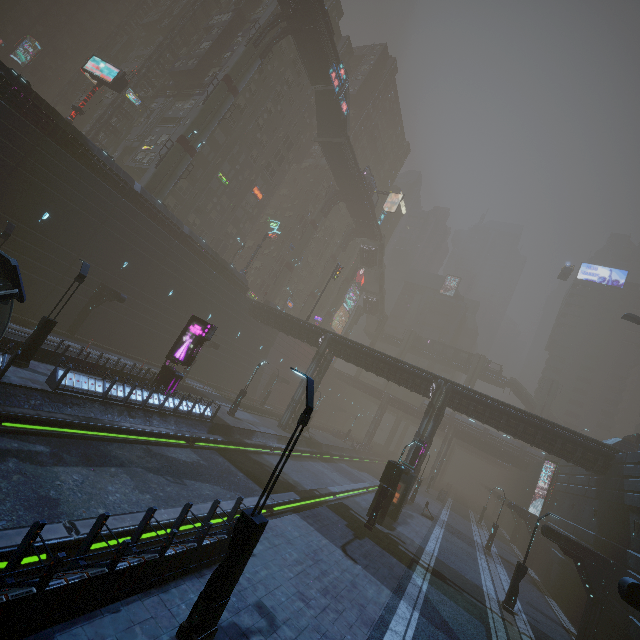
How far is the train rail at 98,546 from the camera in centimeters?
830cm

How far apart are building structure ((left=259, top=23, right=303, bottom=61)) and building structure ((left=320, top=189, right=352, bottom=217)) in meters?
22.3 m

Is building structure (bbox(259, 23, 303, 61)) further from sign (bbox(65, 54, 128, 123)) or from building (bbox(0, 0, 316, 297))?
sign (bbox(65, 54, 128, 123))

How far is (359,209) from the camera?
59.2m

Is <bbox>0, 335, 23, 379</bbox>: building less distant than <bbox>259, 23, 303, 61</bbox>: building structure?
Yes

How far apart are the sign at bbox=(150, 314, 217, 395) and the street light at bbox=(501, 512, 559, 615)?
22.3m

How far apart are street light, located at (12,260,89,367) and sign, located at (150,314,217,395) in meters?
6.8

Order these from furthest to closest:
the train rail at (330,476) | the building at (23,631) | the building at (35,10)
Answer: the building at (35,10) → the train rail at (330,476) → the building at (23,631)
